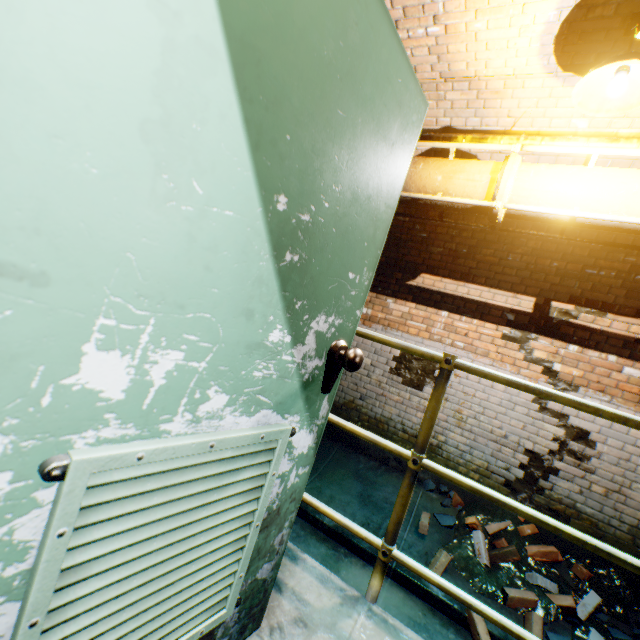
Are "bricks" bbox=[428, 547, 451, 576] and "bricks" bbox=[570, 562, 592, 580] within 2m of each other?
yes

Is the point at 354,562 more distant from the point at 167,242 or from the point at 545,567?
the point at 167,242

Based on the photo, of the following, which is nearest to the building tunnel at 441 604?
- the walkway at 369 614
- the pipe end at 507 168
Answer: the walkway at 369 614

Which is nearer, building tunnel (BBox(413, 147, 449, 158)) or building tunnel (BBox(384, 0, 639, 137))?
building tunnel (BBox(384, 0, 639, 137))

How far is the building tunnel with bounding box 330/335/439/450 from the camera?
4.6m

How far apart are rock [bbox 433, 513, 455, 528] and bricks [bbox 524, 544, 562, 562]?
0.2m

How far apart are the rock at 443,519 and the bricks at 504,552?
0.2m

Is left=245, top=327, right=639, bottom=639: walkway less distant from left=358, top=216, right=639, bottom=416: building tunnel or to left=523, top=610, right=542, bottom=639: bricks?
left=358, top=216, right=639, bottom=416: building tunnel
